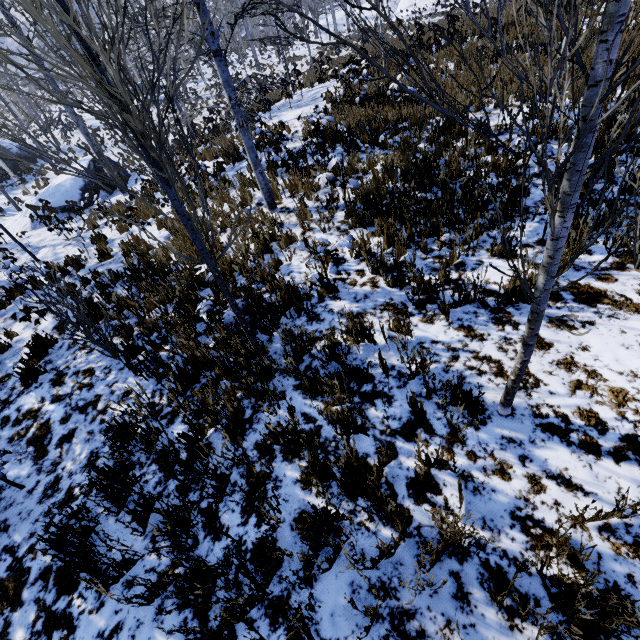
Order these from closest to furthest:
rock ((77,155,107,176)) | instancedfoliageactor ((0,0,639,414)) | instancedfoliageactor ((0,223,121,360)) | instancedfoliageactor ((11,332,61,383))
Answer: instancedfoliageactor ((0,0,639,414)) < instancedfoliageactor ((0,223,121,360)) < instancedfoliageactor ((11,332,61,383)) < rock ((77,155,107,176))

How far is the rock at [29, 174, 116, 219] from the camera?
14.66m

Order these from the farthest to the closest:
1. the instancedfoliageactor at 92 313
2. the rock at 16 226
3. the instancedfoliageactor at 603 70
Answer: the rock at 16 226
the instancedfoliageactor at 92 313
the instancedfoliageactor at 603 70

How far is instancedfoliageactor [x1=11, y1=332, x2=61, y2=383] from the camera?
5.0m

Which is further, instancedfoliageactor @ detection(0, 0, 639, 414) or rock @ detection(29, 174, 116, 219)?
rock @ detection(29, 174, 116, 219)

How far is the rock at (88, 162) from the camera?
16.0 meters

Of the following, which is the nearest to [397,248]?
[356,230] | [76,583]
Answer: [356,230]
